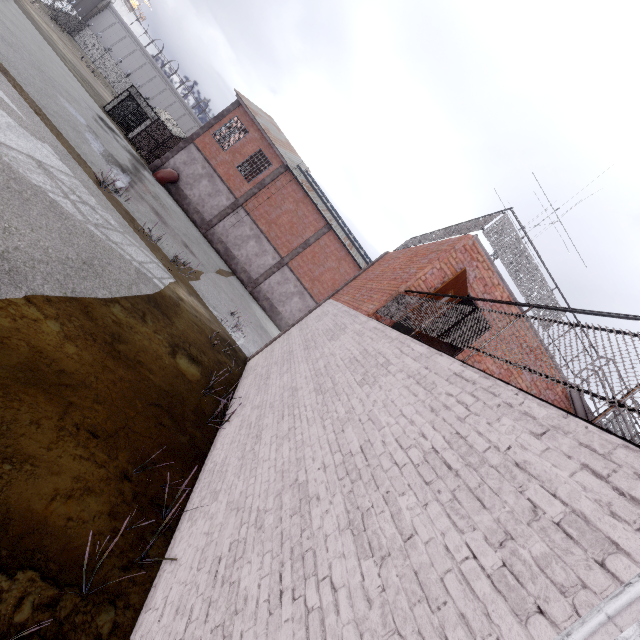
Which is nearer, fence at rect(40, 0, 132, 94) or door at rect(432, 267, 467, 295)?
door at rect(432, 267, 467, 295)

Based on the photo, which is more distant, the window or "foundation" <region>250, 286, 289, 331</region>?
"foundation" <region>250, 286, 289, 331</region>

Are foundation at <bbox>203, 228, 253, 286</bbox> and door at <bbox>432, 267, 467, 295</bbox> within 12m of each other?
no

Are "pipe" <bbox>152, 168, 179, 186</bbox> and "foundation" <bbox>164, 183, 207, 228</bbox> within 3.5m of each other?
yes

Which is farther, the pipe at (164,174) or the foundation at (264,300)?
the foundation at (264,300)

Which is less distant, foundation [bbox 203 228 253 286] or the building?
foundation [bbox 203 228 253 286]

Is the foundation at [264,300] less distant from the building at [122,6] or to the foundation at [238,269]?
the foundation at [238,269]

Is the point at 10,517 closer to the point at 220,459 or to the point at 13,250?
the point at 220,459
